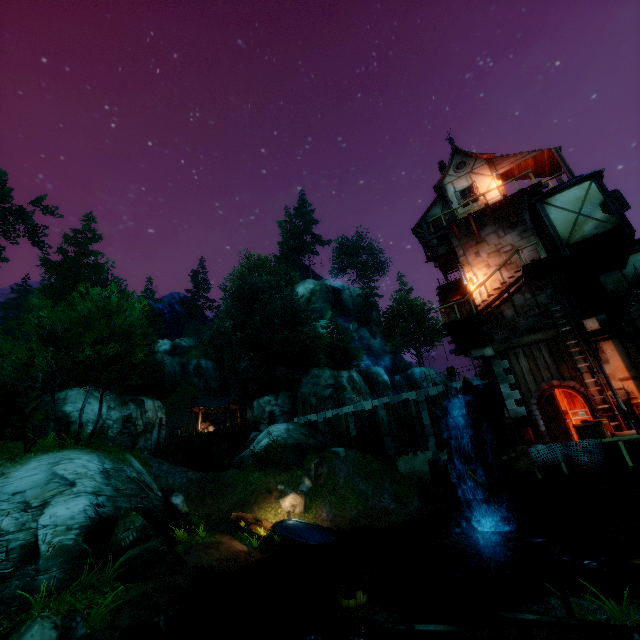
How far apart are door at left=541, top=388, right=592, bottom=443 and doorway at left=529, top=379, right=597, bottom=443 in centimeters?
1cm

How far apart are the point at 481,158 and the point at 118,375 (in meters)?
39.07

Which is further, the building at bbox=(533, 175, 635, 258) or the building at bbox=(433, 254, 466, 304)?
the building at bbox=(433, 254, 466, 304)

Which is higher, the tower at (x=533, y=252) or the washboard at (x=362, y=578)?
the tower at (x=533, y=252)

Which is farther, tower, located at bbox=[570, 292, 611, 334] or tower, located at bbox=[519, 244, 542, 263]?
tower, located at bbox=[519, 244, 542, 263]

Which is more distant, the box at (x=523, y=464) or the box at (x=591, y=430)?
the box at (x=523, y=464)

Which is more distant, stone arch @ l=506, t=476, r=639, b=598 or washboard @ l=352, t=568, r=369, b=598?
stone arch @ l=506, t=476, r=639, b=598

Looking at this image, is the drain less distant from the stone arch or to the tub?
the stone arch
